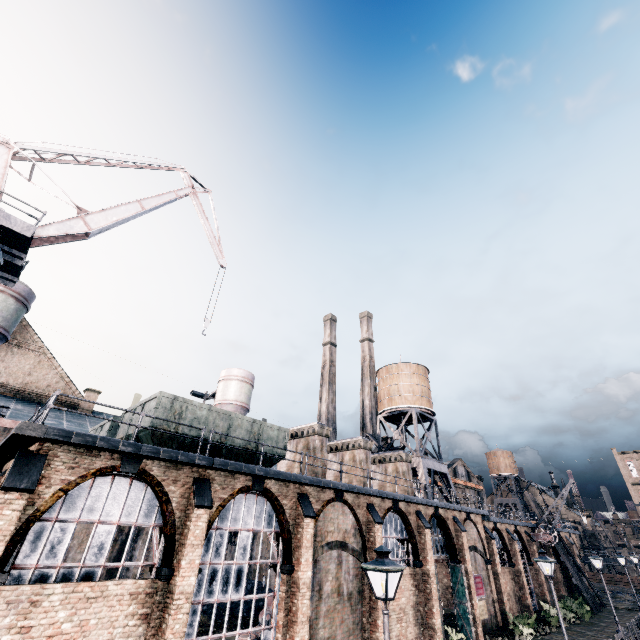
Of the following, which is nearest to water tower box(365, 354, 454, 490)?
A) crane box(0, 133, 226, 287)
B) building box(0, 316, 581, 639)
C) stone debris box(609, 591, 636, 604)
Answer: building box(0, 316, 581, 639)

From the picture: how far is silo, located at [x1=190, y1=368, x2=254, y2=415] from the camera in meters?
43.2 m

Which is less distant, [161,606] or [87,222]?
[161,606]

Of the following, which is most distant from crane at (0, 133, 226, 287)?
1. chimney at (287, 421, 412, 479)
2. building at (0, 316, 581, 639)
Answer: chimney at (287, 421, 412, 479)

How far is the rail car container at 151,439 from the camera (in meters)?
14.57

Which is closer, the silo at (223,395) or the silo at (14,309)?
the silo at (14,309)

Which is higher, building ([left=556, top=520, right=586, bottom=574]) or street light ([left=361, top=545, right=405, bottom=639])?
building ([left=556, top=520, right=586, bottom=574])

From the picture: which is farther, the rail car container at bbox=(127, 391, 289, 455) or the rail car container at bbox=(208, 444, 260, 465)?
the rail car container at bbox=(208, 444, 260, 465)
